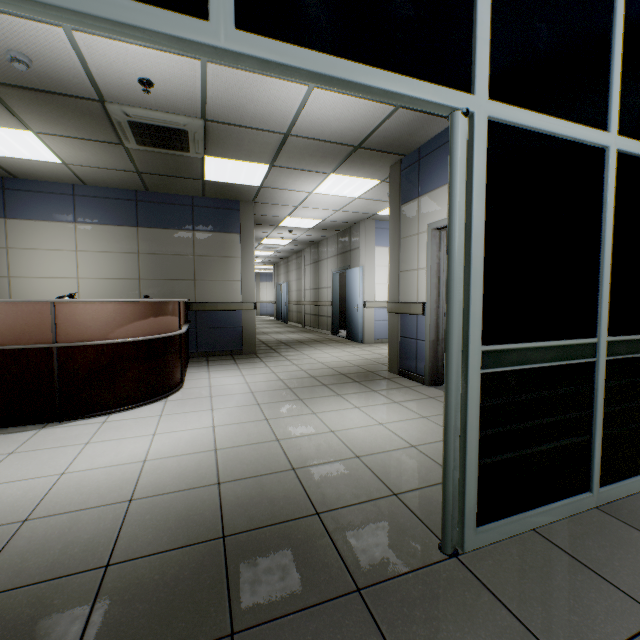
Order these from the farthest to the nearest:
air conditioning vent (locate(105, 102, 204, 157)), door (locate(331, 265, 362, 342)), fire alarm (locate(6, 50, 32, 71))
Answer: door (locate(331, 265, 362, 342)) < air conditioning vent (locate(105, 102, 204, 157)) < fire alarm (locate(6, 50, 32, 71))

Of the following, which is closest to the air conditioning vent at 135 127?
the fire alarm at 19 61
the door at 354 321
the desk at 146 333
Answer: the fire alarm at 19 61

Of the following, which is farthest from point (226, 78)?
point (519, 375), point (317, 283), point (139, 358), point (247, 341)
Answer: point (317, 283)

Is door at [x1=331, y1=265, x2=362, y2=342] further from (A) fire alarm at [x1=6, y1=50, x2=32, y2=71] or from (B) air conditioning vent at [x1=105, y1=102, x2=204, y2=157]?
(A) fire alarm at [x1=6, y1=50, x2=32, y2=71]

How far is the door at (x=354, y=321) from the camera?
8.42m

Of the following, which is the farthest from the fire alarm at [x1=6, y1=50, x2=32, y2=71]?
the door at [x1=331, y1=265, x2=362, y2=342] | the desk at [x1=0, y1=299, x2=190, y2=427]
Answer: the door at [x1=331, y1=265, x2=362, y2=342]

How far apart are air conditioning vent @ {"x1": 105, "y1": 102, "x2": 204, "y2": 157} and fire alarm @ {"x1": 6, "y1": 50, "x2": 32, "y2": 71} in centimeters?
70cm

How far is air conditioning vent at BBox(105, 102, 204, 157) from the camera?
3.5 meters
